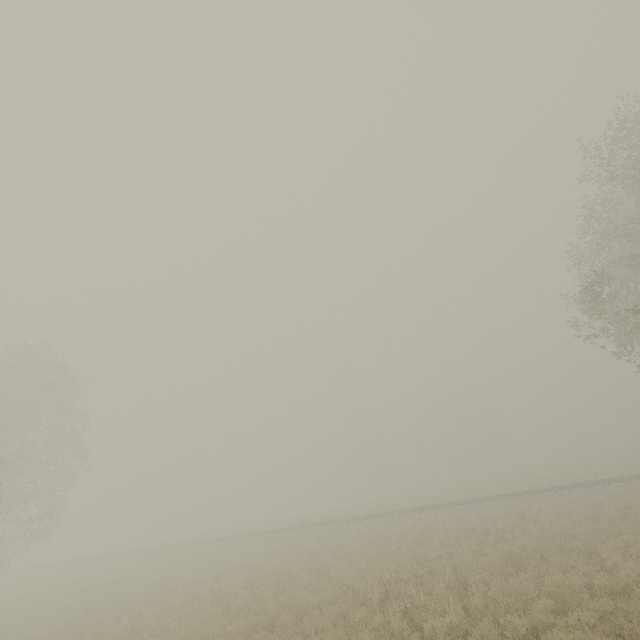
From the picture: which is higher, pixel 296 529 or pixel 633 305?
pixel 633 305
